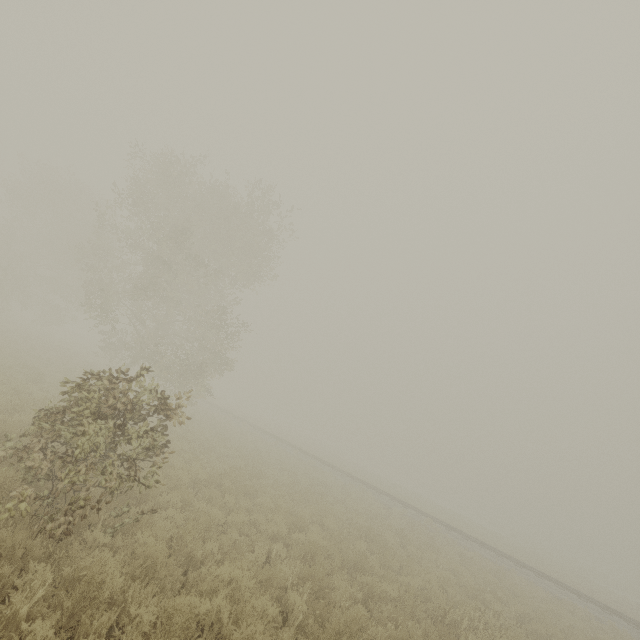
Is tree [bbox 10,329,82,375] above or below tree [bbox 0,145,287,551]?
below

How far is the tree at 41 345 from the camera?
20.5 meters

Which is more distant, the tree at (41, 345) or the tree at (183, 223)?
the tree at (41, 345)

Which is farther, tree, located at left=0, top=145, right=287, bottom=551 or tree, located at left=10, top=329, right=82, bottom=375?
tree, located at left=10, top=329, right=82, bottom=375

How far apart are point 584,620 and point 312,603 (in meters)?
17.56

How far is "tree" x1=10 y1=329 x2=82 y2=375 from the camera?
20.5m
